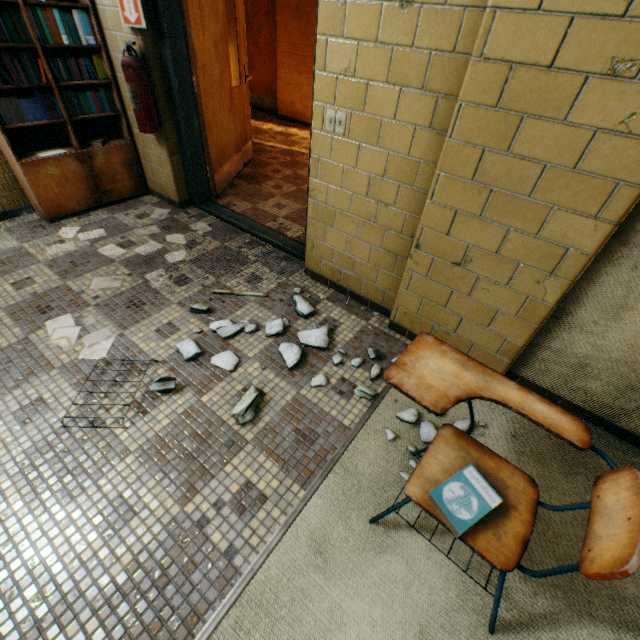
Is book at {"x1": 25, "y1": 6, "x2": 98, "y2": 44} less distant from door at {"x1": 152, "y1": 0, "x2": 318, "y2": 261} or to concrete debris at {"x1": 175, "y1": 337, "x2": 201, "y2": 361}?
door at {"x1": 152, "y1": 0, "x2": 318, "y2": 261}

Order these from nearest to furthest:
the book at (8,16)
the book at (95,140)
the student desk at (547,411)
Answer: the student desk at (547,411) < the book at (8,16) < the book at (95,140)

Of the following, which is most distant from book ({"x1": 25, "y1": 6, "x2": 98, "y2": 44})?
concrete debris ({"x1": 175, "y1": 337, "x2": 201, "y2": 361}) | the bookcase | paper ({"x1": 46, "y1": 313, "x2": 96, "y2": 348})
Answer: concrete debris ({"x1": 175, "y1": 337, "x2": 201, "y2": 361})

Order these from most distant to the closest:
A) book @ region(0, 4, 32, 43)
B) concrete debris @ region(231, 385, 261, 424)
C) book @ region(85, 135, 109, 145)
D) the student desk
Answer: book @ region(85, 135, 109, 145), book @ region(0, 4, 32, 43), concrete debris @ region(231, 385, 261, 424), the student desk

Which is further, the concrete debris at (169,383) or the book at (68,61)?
the book at (68,61)

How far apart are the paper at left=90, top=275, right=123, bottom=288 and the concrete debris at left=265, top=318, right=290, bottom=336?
0.65m

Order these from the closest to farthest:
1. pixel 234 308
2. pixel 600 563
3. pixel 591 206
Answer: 1. pixel 600 563
2. pixel 591 206
3. pixel 234 308

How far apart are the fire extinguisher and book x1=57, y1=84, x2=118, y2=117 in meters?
0.5 m
